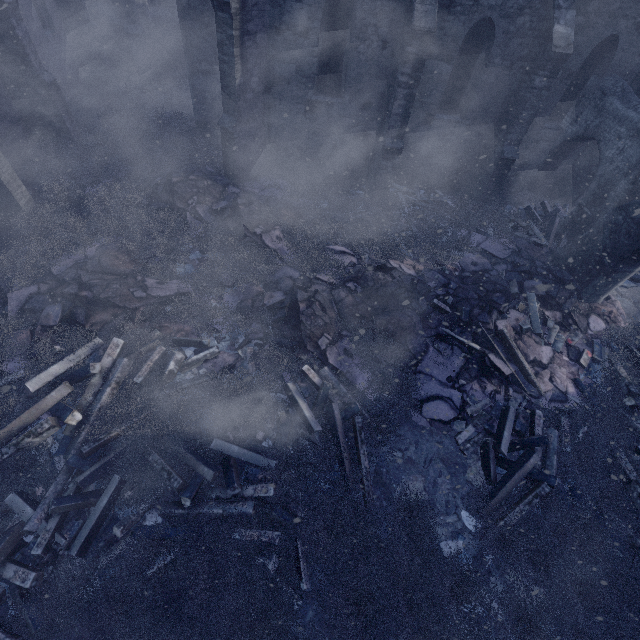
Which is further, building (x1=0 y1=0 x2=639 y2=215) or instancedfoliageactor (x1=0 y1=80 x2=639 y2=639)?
building (x1=0 y1=0 x2=639 y2=215)

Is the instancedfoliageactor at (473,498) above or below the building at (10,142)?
below

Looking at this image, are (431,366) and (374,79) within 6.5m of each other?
no

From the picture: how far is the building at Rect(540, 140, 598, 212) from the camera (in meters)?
12.39

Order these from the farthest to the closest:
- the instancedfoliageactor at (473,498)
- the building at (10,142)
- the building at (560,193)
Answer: the building at (560,193) → the building at (10,142) → the instancedfoliageactor at (473,498)

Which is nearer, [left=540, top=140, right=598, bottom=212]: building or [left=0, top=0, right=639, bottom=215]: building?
[left=0, top=0, right=639, bottom=215]: building

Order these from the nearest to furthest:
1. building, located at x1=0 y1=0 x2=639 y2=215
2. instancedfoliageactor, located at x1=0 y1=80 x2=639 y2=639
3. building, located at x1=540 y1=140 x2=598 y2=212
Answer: instancedfoliageactor, located at x1=0 y1=80 x2=639 y2=639 → building, located at x1=0 y1=0 x2=639 y2=215 → building, located at x1=540 y1=140 x2=598 y2=212
